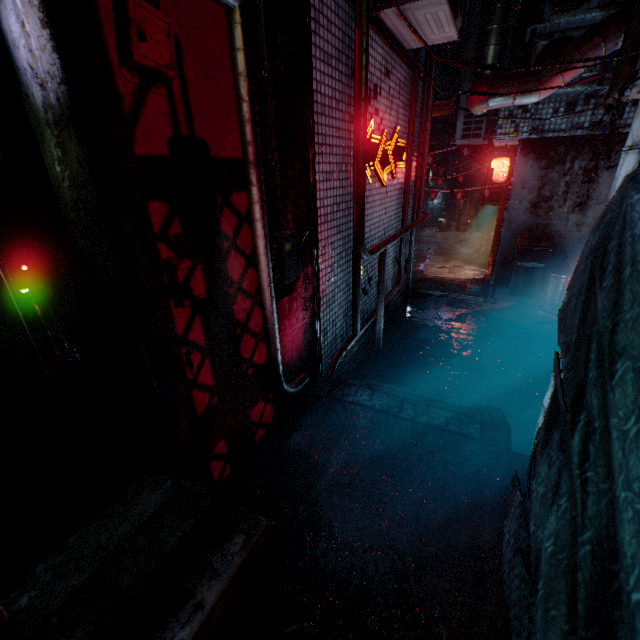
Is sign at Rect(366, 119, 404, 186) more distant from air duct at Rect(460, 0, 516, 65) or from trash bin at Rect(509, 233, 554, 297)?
trash bin at Rect(509, 233, 554, 297)

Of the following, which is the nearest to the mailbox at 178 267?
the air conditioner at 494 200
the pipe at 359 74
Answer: the pipe at 359 74

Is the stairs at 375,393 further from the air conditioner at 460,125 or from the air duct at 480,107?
the air conditioner at 460,125

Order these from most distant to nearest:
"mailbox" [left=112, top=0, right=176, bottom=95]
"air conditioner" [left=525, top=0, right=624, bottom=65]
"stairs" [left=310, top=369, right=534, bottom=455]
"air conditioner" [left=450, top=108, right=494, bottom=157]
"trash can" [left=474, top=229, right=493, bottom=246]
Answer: "trash can" [left=474, top=229, right=493, bottom=246] < "air conditioner" [left=450, top=108, right=494, bottom=157] < "air conditioner" [left=525, top=0, right=624, bottom=65] < "stairs" [left=310, top=369, right=534, bottom=455] < "mailbox" [left=112, top=0, right=176, bottom=95]

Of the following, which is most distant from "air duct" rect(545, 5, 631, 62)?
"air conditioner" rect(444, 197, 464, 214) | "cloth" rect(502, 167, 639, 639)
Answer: "air conditioner" rect(444, 197, 464, 214)

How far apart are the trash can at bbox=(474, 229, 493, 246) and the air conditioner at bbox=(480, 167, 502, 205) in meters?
5.6

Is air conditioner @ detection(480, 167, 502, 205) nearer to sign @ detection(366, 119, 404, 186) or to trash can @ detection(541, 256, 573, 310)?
trash can @ detection(541, 256, 573, 310)

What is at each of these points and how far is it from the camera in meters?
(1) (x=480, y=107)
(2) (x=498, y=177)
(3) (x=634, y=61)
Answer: (1) air duct, 3.9
(2) lantern, 6.9
(3) air conditioner, 2.4
